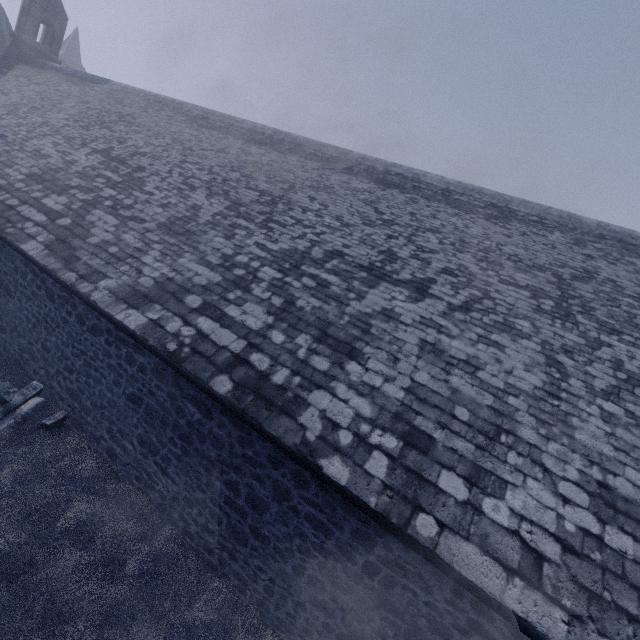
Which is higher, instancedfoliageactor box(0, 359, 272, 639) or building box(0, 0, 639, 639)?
building box(0, 0, 639, 639)

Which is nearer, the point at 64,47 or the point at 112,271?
the point at 112,271

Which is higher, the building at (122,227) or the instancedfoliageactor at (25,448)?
the building at (122,227)
